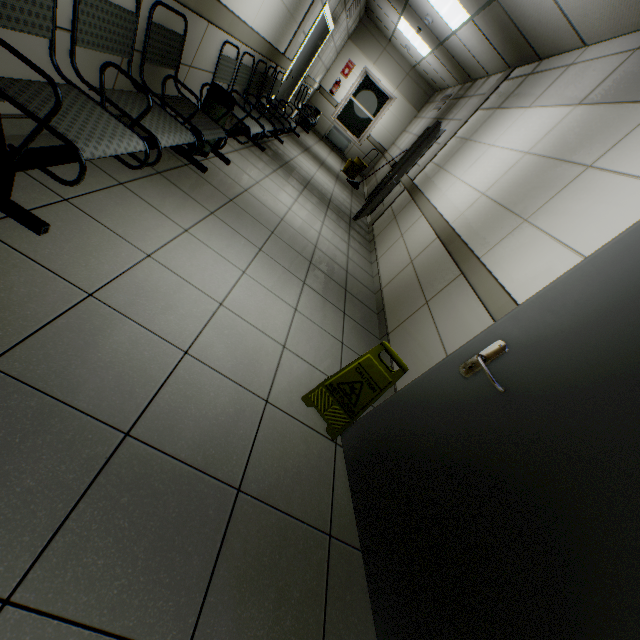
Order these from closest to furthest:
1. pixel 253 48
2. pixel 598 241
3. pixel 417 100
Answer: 1. pixel 598 241
2. pixel 253 48
3. pixel 417 100

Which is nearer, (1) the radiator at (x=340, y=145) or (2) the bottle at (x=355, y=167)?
(2) the bottle at (x=355, y=167)

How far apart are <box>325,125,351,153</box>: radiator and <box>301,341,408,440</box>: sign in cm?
1106

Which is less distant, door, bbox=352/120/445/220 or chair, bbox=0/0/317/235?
chair, bbox=0/0/317/235

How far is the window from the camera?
10.6 meters

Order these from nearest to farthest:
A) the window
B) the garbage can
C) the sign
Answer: the sign < the garbage can < the window

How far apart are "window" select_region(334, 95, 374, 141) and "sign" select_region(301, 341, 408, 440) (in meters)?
11.31

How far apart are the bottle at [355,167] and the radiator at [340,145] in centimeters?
227cm
